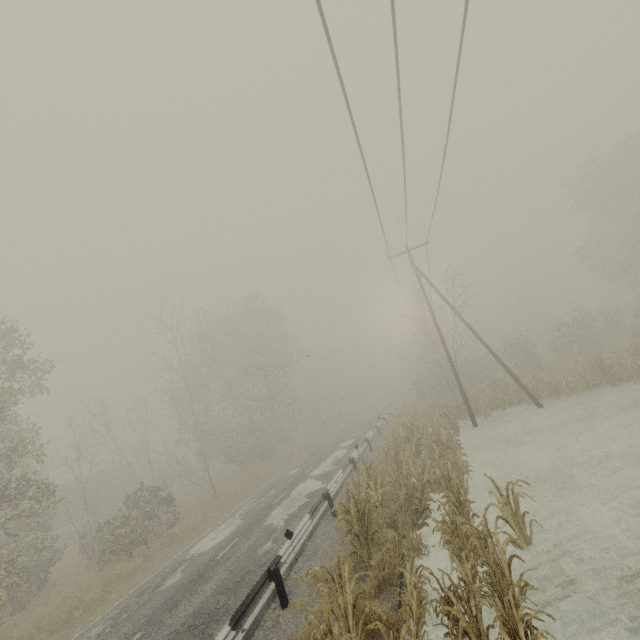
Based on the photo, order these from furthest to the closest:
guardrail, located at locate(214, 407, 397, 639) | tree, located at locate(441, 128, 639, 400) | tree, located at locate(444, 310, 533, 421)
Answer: tree, located at locate(444, 310, 533, 421), tree, located at locate(441, 128, 639, 400), guardrail, located at locate(214, 407, 397, 639)

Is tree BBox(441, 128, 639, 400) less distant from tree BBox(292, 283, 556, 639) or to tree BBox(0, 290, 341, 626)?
tree BBox(292, 283, 556, 639)

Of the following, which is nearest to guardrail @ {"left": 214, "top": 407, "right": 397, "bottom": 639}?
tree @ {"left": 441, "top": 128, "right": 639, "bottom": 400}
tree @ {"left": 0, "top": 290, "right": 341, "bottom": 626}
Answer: tree @ {"left": 441, "top": 128, "right": 639, "bottom": 400}

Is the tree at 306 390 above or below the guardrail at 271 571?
above

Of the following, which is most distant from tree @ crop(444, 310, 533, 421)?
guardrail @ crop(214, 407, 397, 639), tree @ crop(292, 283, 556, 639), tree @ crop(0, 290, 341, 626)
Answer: tree @ crop(0, 290, 341, 626)

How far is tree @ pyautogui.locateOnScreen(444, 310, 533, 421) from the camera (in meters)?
20.55

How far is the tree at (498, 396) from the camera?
20.5m

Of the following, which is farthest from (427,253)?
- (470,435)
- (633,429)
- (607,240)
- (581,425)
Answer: (607,240)
